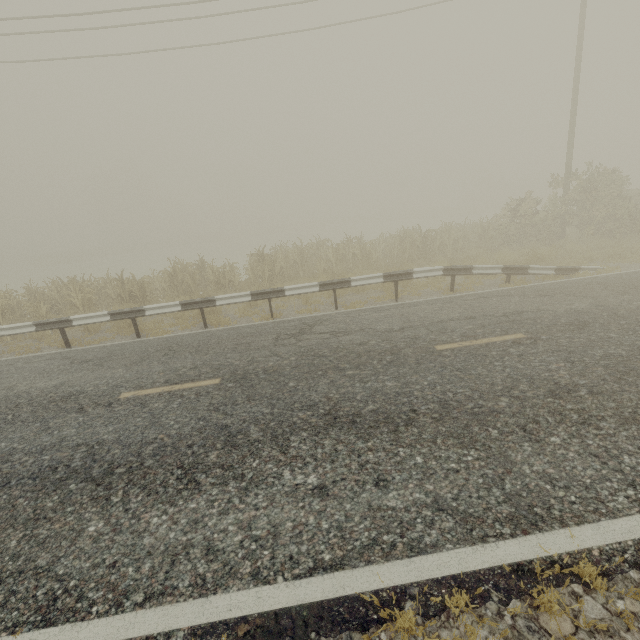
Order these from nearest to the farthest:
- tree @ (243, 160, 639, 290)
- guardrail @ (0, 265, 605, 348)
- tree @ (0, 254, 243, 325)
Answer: guardrail @ (0, 265, 605, 348), tree @ (0, 254, 243, 325), tree @ (243, 160, 639, 290)

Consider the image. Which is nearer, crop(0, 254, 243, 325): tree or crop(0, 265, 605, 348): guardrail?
crop(0, 265, 605, 348): guardrail

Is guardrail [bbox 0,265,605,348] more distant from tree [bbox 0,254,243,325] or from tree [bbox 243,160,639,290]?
tree [bbox 243,160,639,290]

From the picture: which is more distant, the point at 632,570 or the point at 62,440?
the point at 62,440

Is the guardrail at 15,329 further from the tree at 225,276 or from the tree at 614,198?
the tree at 614,198

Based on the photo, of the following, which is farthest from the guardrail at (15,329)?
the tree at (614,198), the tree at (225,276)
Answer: the tree at (614,198)
